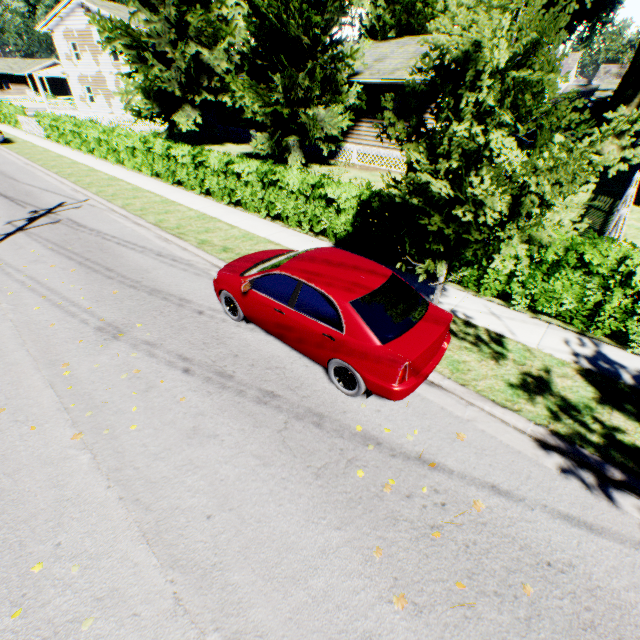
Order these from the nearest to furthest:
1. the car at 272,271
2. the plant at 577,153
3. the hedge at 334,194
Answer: the plant at 577,153, the car at 272,271, the hedge at 334,194

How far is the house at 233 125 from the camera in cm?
2641

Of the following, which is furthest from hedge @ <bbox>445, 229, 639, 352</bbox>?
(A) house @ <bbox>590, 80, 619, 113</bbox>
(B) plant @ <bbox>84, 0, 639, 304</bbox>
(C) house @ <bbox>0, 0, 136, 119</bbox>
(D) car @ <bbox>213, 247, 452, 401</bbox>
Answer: (A) house @ <bbox>590, 80, 619, 113</bbox>

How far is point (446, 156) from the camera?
4.3 meters

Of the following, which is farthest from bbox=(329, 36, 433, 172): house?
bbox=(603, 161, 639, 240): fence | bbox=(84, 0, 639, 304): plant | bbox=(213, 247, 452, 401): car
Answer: bbox=(213, 247, 452, 401): car

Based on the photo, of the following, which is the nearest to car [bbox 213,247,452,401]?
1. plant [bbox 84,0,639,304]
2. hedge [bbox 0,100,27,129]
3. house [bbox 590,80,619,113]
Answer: plant [bbox 84,0,639,304]

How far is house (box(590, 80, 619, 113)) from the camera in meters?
45.3

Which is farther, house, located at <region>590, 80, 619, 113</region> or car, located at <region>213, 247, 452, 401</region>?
house, located at <region>590, 80, 619, 113</region>
